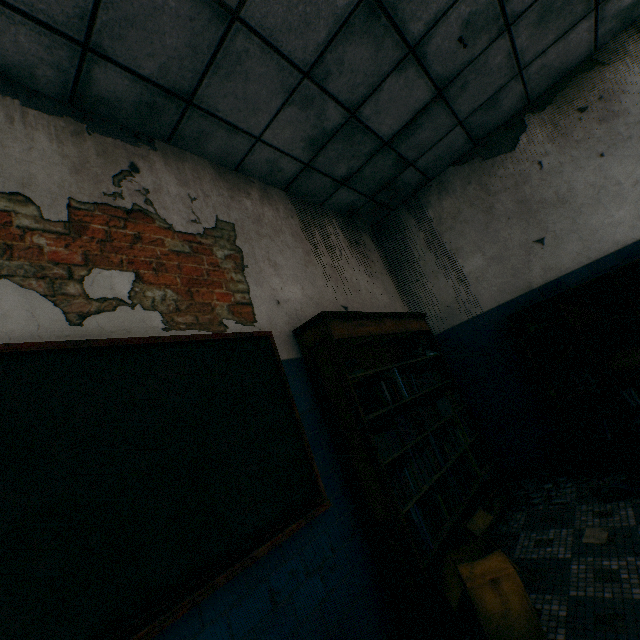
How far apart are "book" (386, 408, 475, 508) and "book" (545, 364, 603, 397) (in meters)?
0.88

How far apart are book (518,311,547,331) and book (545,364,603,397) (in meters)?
0.57

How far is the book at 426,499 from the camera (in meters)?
2.20

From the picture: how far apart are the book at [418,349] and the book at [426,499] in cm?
44

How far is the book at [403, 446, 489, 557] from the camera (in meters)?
2.20

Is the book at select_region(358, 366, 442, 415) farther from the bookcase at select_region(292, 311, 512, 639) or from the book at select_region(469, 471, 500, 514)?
the book at select_region(469, 471, 500, 514)

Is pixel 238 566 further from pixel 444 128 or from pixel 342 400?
pixel 444 128

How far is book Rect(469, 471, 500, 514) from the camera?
3.1m
